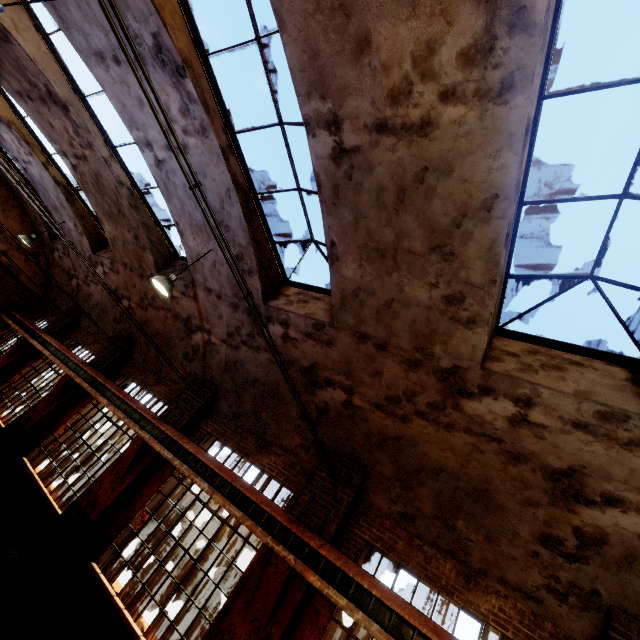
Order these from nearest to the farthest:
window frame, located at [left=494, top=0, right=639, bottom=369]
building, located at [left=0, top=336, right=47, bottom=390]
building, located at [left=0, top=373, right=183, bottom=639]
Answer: window frame, located at [left=494, top=0, right=639, bottom=369] < building, located at [left=0, top=373, right=183, bottom=639] < building, located at [left=0, top=336, right=47, bottom=390]

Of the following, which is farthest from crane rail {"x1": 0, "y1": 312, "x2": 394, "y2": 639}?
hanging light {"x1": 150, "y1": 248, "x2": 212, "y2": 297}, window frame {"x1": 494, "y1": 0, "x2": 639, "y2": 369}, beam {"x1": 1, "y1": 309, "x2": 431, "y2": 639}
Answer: window frame {"x1": 494, "y1": 0, "x2": 639, "y2": 369}

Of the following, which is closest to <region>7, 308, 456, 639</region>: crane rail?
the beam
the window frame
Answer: the beam

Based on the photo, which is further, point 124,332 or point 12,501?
point 124,332

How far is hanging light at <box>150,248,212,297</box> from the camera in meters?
7.2

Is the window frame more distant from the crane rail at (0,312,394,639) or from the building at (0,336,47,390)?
the crane rail at (0,312,394,639)

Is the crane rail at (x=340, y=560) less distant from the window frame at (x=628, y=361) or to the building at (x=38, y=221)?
the building at (x=38, y=221)

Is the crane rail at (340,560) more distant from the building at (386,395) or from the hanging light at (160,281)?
the hanging light at (160,281)
